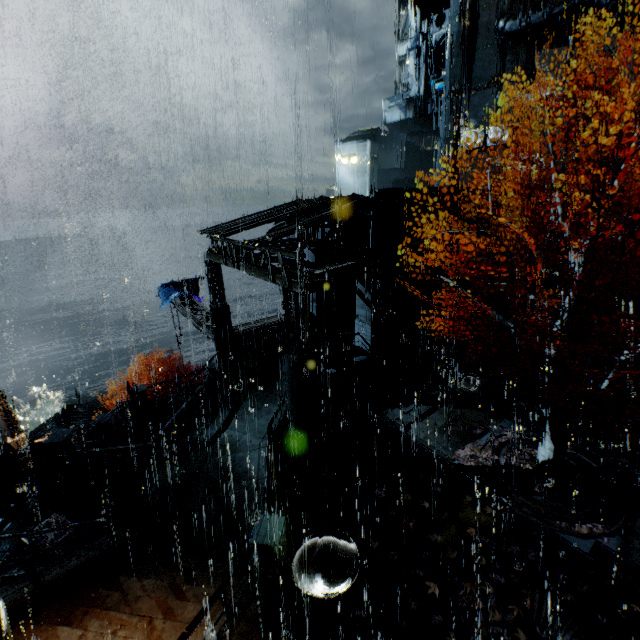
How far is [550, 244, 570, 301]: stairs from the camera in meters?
19.9 m

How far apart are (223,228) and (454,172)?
26.5 meters

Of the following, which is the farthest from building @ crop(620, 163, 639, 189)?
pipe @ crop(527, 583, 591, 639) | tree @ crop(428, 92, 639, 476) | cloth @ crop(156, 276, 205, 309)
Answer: cloth @ crop(156, 276, 205, 309)

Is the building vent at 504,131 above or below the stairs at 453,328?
above

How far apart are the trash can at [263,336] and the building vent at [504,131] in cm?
2559

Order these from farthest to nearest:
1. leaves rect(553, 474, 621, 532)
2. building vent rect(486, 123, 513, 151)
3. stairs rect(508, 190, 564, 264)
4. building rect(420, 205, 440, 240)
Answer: building vent rect(486, 123, 513, 151) → stairs rect(508, 190, 564, 264) → building rect(420, 205, 440, 240) → leaves rect(553, 474, 621, 532)

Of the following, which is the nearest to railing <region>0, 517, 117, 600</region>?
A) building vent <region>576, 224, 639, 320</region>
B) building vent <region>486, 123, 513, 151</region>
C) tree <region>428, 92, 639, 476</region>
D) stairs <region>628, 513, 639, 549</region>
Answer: tree <region>428, 92, 639, 476</region>

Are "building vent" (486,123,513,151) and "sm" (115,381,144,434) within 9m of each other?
no
